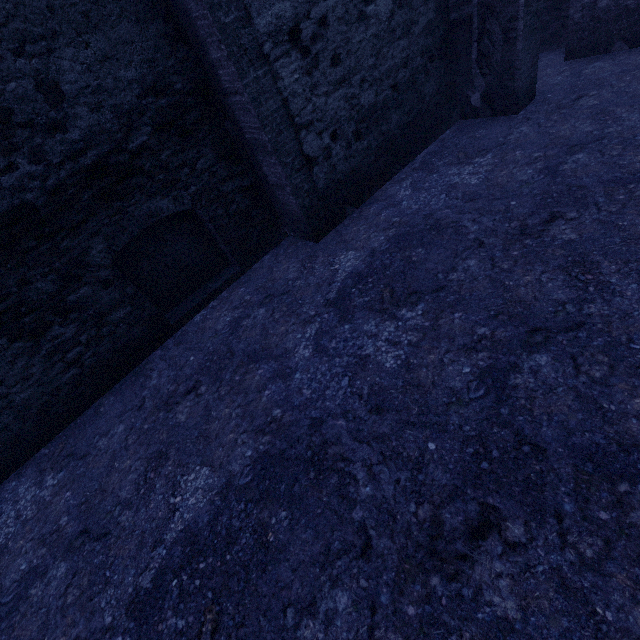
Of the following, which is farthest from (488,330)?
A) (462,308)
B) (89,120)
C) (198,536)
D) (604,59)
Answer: (604,59)
